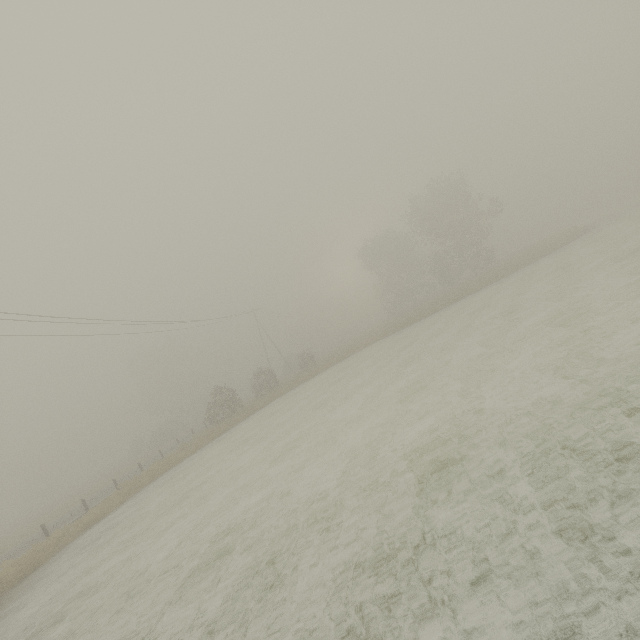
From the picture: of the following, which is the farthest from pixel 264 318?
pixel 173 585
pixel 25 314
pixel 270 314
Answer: pixel 173 585

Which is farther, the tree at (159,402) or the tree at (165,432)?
the tree at (159,402)

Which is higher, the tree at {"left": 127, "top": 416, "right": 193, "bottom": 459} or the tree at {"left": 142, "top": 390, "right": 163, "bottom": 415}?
the tree at {"left": 142, "top": 390, "right": 163, "bottom": 415}

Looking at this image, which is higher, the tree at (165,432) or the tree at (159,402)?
the tree at (159,402)

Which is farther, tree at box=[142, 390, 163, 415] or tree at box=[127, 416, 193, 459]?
tree at box=[142, 390, 163, 415]

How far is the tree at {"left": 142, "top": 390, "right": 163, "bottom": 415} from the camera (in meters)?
57.59

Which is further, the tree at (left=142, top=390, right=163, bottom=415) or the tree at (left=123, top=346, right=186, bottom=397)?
the tree at (left=142, top=390, right=163, bottom=415)

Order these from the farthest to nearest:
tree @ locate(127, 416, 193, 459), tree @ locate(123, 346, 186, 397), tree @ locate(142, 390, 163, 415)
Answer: tree @ locate(142, 390, 163, 415)
tree @ locate(123, 346, 186, 397)
tree @ locate(127, 416, 193, 459)
